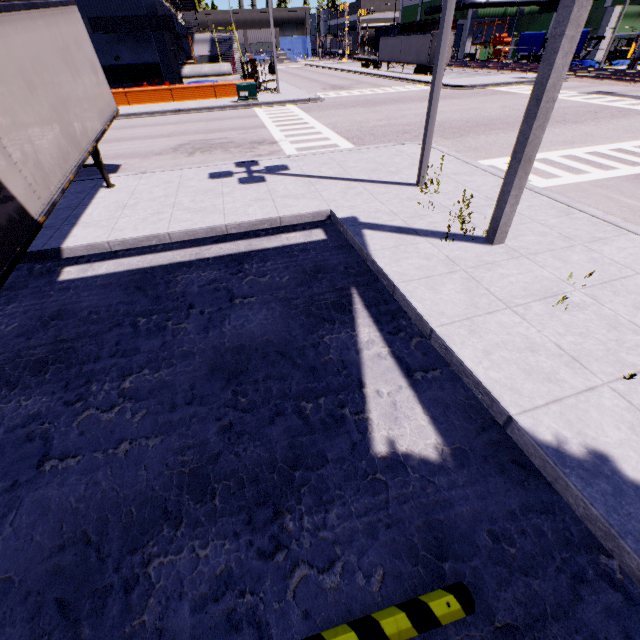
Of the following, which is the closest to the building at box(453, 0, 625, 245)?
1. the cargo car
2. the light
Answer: the cargo car

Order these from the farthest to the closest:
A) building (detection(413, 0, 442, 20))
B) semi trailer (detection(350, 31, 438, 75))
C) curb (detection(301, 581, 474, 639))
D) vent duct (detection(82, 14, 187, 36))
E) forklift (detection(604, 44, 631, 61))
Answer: building (detection(413, 0, 442, 20)) → forklift (detection(604, 44, 631, 61)) → semi trailer (detection(350, 31, 438, 75)) → vent duct (detection(82, 14, 187, 36)) → curb (detection(301, 581, 474, 639))

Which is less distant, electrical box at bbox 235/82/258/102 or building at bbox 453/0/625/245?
building at bbox 453/0/625/245

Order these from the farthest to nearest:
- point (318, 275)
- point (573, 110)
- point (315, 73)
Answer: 1. point (315, 73)
2. point (573, 110)
3. point (318, 275)

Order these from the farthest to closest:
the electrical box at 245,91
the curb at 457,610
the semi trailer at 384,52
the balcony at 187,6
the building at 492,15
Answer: the balcony at 187,6 → the semi trailer at 384,52 → the electrical box at 245,91 → the building at 492,15 → the curb at 457,610

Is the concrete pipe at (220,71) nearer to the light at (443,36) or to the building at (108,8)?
the building at (108,8)

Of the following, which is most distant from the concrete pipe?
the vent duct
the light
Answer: the light

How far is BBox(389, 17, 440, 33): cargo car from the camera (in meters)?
48.04
